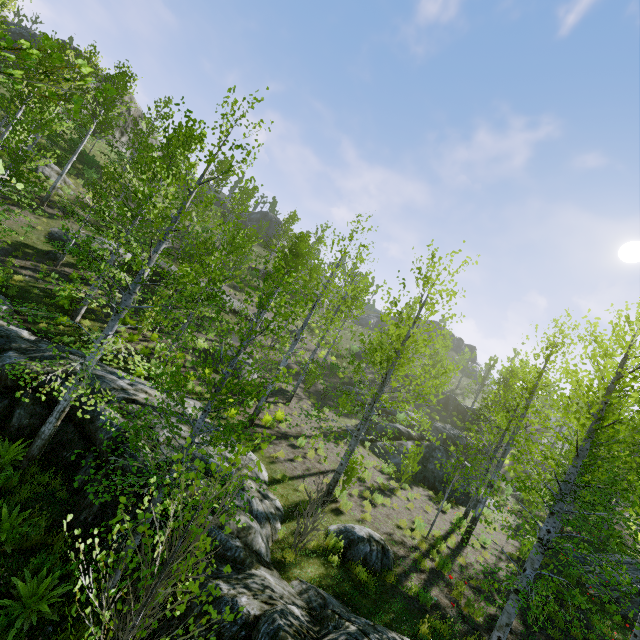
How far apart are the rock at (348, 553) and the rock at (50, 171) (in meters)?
28.19

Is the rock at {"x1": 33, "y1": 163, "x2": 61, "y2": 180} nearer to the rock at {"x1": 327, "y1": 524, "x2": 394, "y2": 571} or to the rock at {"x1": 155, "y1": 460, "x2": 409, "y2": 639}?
the rock at {"x1": 155, "y1": 460, "x2": 409, "y2": 639}

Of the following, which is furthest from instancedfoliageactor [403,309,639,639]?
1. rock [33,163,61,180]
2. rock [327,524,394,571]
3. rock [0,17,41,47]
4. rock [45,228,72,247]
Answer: rock [0,17,41,47]

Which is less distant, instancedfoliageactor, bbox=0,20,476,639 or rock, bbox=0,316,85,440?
instancedfoliageactor, bbox=0,20,476,639

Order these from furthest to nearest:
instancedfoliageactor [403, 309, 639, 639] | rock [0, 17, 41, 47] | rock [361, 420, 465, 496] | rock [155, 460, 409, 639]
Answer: rock [0, 17, 41, 47] < rock [361, 420, 465, 496] < instancedfoliageactor [403, 309, 639, 639] < rock [155, 460, 409, 639]

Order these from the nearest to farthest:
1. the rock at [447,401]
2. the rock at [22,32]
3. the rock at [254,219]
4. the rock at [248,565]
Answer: the rock at [248,565] < the rock at [22,32] < the rock at [447,401] < the rock at [254,219]

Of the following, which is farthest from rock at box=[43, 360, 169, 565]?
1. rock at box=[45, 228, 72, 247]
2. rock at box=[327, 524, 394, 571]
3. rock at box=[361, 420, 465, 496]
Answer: rock at box=[45, 228, 72, 247]

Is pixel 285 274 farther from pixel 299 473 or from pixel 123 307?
pixel 123 307
